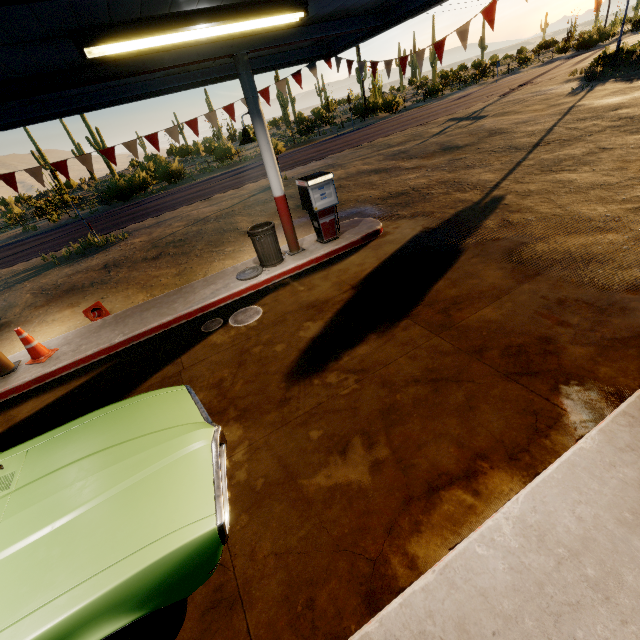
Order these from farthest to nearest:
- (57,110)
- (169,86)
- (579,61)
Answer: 1. (579,61)
2. (169,86)
3. (57,110)

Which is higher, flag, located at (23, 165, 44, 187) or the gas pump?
flag, located at (23, 165, 44, 187)

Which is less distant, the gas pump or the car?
the car

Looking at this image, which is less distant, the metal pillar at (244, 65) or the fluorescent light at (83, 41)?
the fluorescent light at (83, 41)

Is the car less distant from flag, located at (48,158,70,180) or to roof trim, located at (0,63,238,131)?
roof trim, located at (0,63,238,131)

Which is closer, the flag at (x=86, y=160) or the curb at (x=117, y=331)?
the curb at (x=117, y=331)

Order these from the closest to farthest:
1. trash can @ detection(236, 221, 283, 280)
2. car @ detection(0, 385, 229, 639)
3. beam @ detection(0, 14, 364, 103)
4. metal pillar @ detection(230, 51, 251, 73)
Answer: car @ detection(0, 385, 229, 639)
beam @ detection(0, 14, 364, 103)
metal pillar @ detection(230, 51, 251, 73)
trash can @ detection(236, 221, 283, 280)

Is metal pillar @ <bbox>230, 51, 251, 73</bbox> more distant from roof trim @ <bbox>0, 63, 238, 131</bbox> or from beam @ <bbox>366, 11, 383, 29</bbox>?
roof trim @ <bbox>0, 63, 238, 131</bbox>
